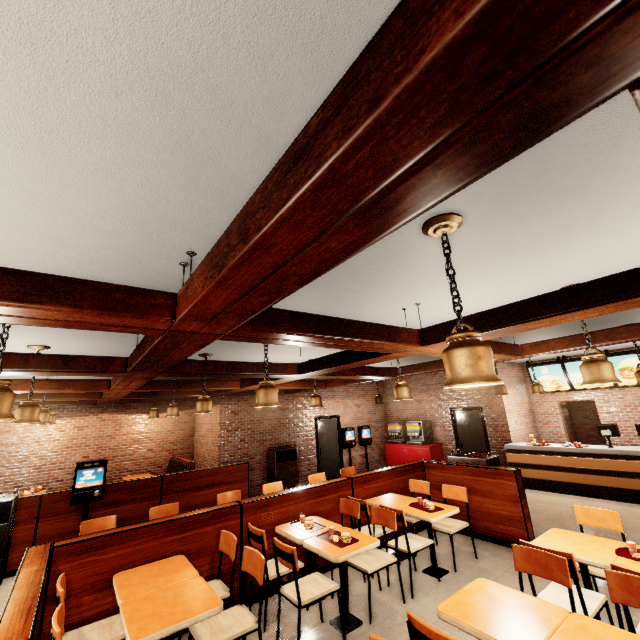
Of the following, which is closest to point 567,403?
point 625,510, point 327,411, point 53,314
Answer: point 625,510
